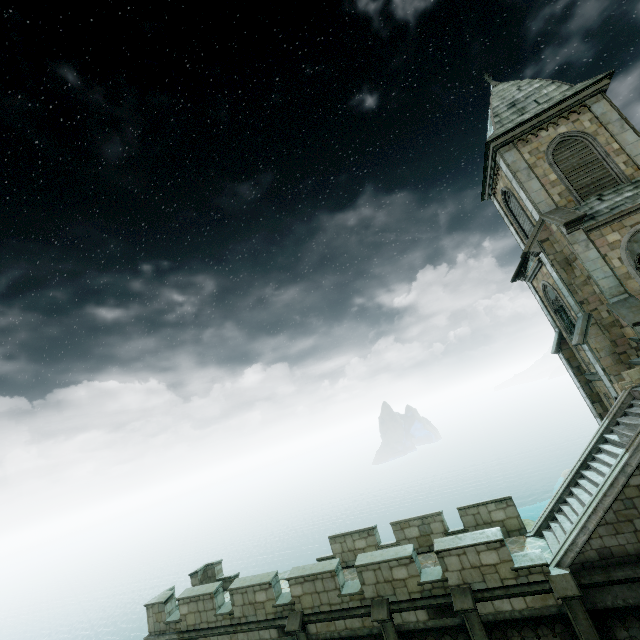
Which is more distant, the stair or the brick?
the brick

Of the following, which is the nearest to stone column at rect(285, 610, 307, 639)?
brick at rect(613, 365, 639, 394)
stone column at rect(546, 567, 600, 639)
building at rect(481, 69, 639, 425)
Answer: building at rect(481, 69, 639, 425)

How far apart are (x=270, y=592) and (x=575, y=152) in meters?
24.0 m

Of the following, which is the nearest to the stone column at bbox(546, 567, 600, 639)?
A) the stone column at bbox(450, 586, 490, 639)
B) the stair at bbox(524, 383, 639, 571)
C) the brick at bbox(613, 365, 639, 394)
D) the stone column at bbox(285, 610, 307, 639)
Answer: the stair at bbox(524, 383, 639, 571)

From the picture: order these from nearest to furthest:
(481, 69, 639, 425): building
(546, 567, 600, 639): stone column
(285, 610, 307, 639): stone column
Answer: (546, 567, 600, 639): stone column → (285, 610, 307, 639): stone column → (481, 69, 639, 425): building

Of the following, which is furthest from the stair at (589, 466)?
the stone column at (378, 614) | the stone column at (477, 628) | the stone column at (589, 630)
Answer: the stone column at (378, 614)

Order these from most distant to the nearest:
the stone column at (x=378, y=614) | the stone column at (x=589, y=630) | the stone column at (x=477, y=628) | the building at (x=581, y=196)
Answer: the building at (x=581, y=196) < the stone column at (x=378, y=614) < the stone column at (x=477, y=628) < the stone column at (x=589, y=630)

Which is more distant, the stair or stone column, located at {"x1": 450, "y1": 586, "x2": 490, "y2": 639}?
stone column, located at {"x1": 450, "y1": 586, "x2": 490, "y2": 639}
